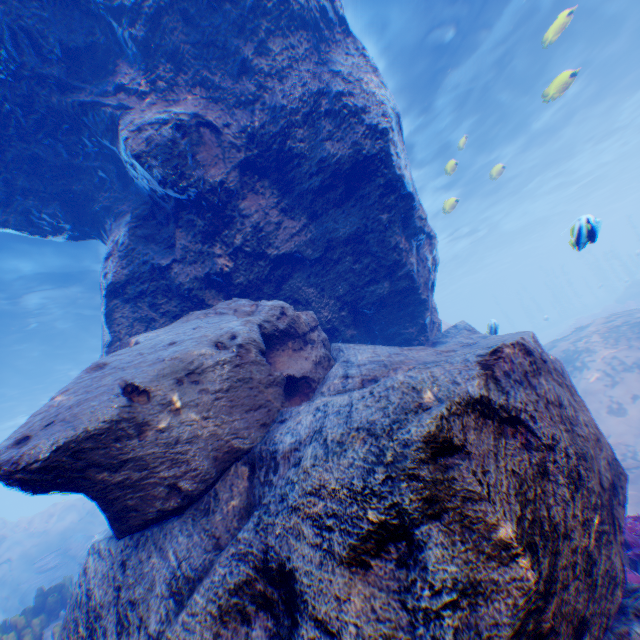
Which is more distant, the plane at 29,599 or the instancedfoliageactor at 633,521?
the plane at 29,599

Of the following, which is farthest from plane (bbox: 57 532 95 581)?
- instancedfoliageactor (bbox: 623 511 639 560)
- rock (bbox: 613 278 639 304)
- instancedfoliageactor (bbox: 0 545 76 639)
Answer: rock (bbox: 613 278 639 304)

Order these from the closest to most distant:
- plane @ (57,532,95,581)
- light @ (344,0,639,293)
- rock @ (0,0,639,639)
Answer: rock @ (0,0,639,639) < light @ (344,0,639,293) < plane @ (57,532,95,581)

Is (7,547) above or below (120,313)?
below

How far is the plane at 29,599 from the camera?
12.8 meters

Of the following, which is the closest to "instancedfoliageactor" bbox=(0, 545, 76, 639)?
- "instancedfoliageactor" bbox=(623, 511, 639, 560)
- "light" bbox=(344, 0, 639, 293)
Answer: "light" bbox=(344, 0, 639, 293)

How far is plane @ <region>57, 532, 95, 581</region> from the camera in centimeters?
1335cm
